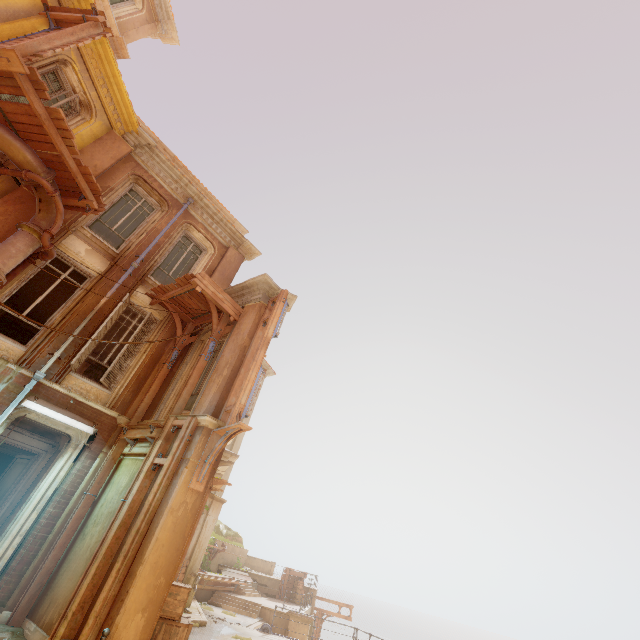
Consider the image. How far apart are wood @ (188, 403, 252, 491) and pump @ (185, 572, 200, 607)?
12.5m

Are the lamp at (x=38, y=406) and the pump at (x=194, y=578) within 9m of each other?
no

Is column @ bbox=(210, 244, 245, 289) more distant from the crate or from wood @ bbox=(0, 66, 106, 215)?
the crate

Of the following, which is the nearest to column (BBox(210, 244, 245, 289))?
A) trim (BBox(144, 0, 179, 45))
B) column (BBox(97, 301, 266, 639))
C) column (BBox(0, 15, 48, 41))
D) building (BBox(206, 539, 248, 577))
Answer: column (BBox(97, 301, 266, 639))

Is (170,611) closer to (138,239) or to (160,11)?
(138,239)

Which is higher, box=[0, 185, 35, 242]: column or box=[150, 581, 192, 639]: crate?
box=[0, 185, 35, 242]: column

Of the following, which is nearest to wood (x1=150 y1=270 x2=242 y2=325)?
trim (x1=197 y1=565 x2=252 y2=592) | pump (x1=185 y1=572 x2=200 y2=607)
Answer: pump (x1=185 y1=572 x2=200 y2=607)

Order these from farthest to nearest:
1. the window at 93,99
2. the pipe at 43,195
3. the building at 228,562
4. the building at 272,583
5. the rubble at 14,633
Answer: the building at 272,583 → the building at 228,562 → the window at 93,99 → the pipe at 43,195 → the rubble at 14,633
